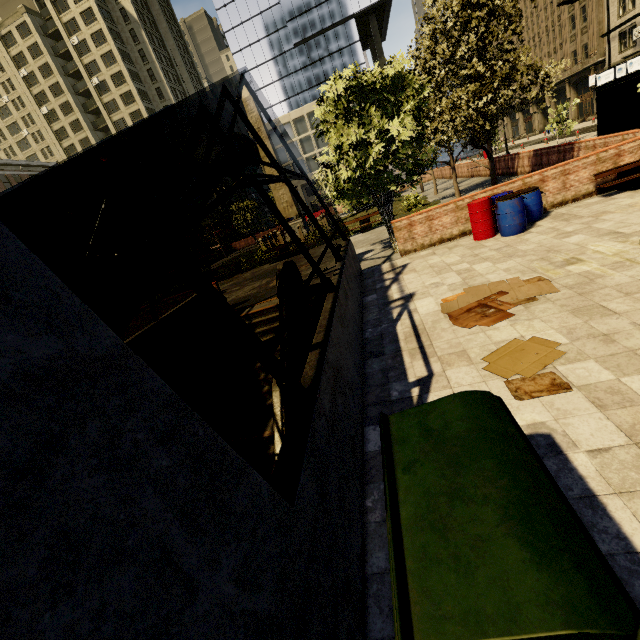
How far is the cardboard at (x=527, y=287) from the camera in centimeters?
539cm

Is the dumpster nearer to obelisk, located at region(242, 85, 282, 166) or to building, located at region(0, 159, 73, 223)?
obelisk, located at region(242, 85, 282, 166)

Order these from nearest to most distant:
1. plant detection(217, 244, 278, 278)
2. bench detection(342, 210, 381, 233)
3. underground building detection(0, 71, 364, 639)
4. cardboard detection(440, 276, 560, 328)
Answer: underground building detection(0, 71, 364, 639), cardboard detection(440, 276, 560, 328), bench detection(342, 210, 381, 233), plant detection(217, 244, 278, 278)

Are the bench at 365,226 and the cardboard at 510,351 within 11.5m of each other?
no

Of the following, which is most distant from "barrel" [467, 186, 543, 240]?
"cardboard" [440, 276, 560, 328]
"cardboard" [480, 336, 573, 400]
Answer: "cardboard" [480, 336, 573, 400]

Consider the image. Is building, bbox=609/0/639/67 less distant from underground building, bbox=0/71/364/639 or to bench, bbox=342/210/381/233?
bench, bbox=342/210/381/233

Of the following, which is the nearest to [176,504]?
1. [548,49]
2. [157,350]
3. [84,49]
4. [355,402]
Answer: [355,402]

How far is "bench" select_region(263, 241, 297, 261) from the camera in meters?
20.6 m
